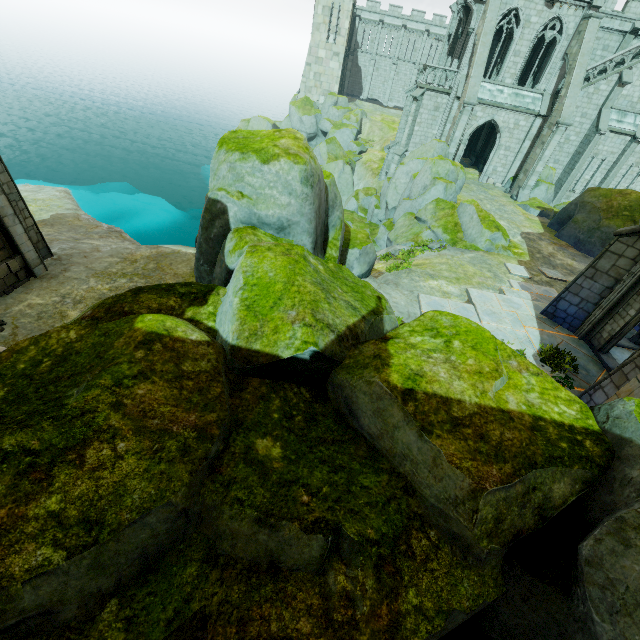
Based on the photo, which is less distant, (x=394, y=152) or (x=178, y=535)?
(x=178, y=535)

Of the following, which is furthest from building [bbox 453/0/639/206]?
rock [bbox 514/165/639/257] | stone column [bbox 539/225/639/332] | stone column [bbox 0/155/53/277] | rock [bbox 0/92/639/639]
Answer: stone column [bbox 0/155/53/277]

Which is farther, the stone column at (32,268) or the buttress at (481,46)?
the buttress at (481,46)

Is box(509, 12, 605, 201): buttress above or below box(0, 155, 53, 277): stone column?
above

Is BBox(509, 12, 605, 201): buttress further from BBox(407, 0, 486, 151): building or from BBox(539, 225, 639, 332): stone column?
BBox(539, 225, 639, 332): stone column

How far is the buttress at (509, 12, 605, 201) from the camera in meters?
22.2 m

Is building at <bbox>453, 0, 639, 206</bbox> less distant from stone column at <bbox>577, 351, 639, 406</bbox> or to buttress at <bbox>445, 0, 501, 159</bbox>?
buttress at <bbox>445, 0, 501, 159</bbox>

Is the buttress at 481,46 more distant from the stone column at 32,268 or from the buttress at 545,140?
the stone column at 32,268
